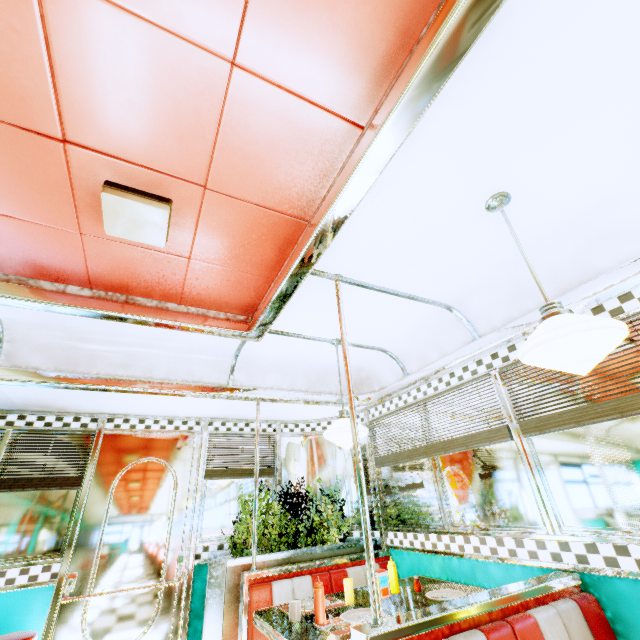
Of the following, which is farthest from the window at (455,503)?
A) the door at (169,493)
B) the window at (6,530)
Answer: the window at (6,530)

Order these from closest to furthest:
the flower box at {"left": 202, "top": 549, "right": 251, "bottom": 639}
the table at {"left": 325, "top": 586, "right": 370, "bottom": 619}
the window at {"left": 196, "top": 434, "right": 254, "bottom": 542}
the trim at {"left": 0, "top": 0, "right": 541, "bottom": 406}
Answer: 1. the trim at {"left": 0, "top": 0, "right": 541, "bottom": 406}
2. the table at {"left": 325, "top": 586, "right": 370, "bottom": 619}
3. the flower box at {"left": 202, "top": 549, "right": 251, "bottom": 639}
4. the window at {"left": 196, "top": 434, "right": 254, "bottom": 542}

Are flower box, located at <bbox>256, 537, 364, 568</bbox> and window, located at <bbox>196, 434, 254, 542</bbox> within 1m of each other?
yes

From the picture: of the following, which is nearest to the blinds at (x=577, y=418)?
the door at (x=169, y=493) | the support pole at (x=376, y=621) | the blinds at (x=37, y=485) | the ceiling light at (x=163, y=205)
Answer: the support pole at (x=376, y=621)

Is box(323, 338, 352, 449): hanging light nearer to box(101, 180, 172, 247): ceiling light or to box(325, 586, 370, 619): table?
box(325, 586, 370, 619): table

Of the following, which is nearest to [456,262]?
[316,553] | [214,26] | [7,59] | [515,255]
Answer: [515,255]

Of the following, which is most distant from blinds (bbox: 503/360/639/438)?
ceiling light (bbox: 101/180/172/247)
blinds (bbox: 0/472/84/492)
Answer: blinds (bbox: 0/472/84/492)

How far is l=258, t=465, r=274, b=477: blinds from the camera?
4.28m
